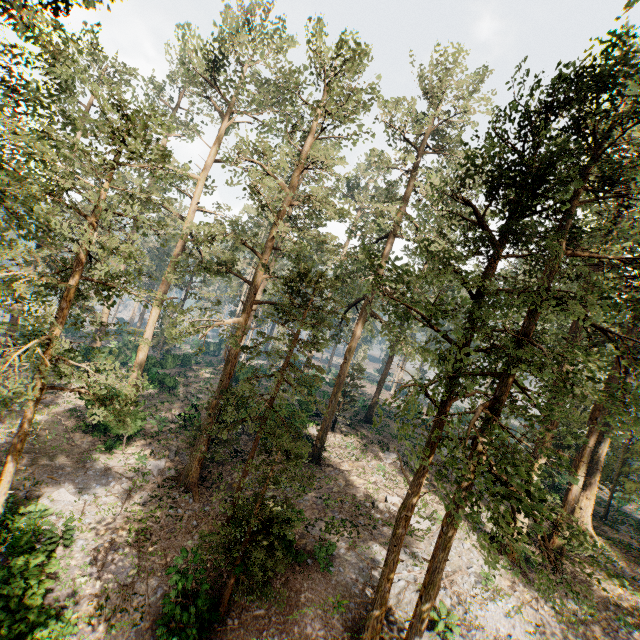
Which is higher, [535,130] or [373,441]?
[535,130]

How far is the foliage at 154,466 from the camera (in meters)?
19.28

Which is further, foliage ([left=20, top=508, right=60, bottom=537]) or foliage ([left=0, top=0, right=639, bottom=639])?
foliage ([left=20, top=508, right=60, bottom=537])

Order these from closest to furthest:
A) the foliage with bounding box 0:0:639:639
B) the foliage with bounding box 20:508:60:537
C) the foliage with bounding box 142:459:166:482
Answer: the foliage with bounding box 0:0:639:639, the foliage with bounding box 20:508:60:537, the foliage with bounding box 142:459:166:482

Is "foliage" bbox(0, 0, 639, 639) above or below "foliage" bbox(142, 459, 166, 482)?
above

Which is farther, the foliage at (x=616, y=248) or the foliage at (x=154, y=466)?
the foliage at (x=154, y=466)
